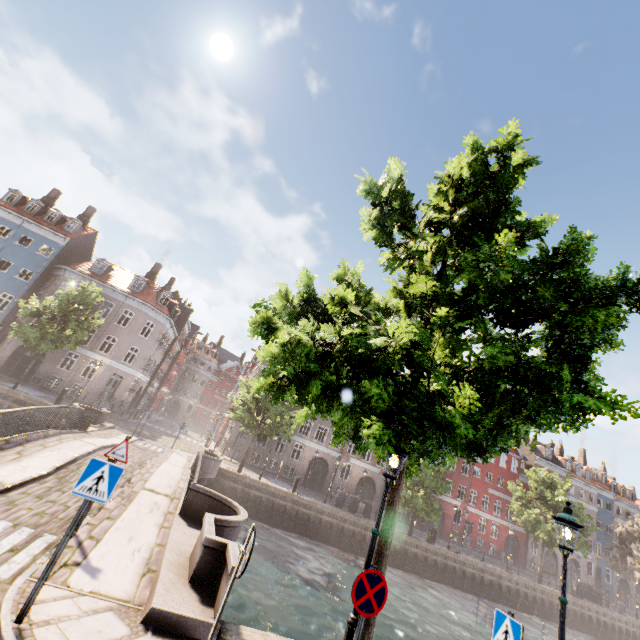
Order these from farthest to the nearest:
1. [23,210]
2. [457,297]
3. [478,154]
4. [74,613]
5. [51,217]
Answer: [51,217], [23,210], [457,297], [478,154], [74,613]

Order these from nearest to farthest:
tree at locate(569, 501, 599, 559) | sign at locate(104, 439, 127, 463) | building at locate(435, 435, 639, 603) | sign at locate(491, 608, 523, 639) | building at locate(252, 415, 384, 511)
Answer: sign at locate(491, 608, 523, 639) < sign at locate(104, 439, 127, 463) < tree at locate(569, 501, 599, 559) < building at locate(252, 415, 384, 511) < building at locate(435, 435, 639, 603)

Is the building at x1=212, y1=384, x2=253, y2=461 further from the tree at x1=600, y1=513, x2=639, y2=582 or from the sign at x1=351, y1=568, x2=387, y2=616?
the sign at x1=351, y1=568, x2=387, y2=616

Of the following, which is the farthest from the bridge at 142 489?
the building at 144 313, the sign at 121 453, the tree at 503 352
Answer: the building at 144 313

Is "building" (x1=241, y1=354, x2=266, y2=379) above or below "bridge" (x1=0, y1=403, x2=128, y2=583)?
above

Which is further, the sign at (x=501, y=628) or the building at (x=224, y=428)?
the building at (x=224, y=428)

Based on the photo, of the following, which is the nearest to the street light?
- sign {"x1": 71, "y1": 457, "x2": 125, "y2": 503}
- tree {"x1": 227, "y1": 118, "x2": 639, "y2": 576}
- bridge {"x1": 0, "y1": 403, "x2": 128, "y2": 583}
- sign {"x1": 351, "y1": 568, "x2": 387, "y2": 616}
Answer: tree {"x1": 227, "y1": 118, "x2": 639, "y2": 576}

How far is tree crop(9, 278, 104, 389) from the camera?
21.70m
